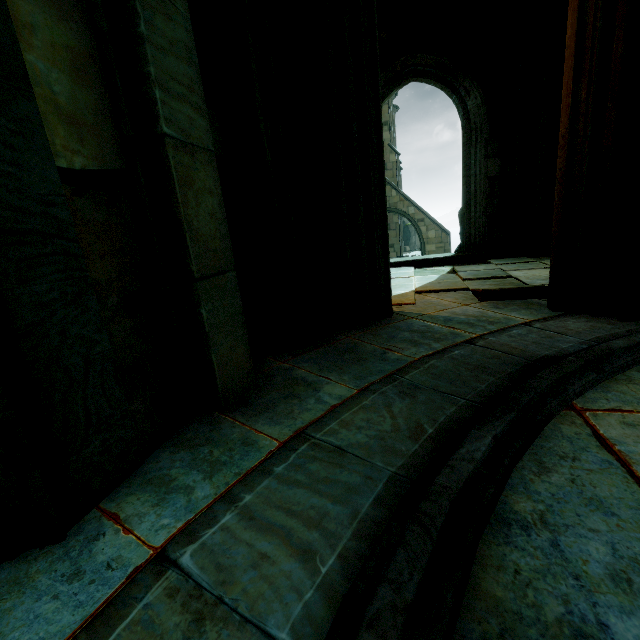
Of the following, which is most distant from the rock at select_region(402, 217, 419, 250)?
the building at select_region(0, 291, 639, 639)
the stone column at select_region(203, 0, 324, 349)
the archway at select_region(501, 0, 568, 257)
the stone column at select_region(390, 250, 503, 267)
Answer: the stone column at select_region(390, 250, 503, 267)

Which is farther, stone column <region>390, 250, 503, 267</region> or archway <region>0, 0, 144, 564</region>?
stone column <region>390, 250, 503, 267</region>

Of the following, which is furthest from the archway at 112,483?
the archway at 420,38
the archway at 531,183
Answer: the archway at 420,38

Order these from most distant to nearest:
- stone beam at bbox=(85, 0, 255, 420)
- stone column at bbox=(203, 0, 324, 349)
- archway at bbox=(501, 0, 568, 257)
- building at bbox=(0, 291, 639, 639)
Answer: archway at bbox=(501, 0, 568, 257) < stone column at bbox=(203, 0, 324, 349) < stone beam at bbox=(85, 0, 255, 420) < building at bbox=(0, 291, 639, 639)

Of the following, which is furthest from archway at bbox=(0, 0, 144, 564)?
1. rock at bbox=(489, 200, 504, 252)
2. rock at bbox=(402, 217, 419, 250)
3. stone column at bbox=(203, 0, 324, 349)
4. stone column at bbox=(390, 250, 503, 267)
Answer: rock at bbox=(402, 217, 419, 250)

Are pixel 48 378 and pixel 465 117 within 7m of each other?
no

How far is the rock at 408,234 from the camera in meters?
36.6 m

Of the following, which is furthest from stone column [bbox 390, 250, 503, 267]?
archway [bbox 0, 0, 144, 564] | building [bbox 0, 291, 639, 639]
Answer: archway [bbox 0, 0, 144, 564]
